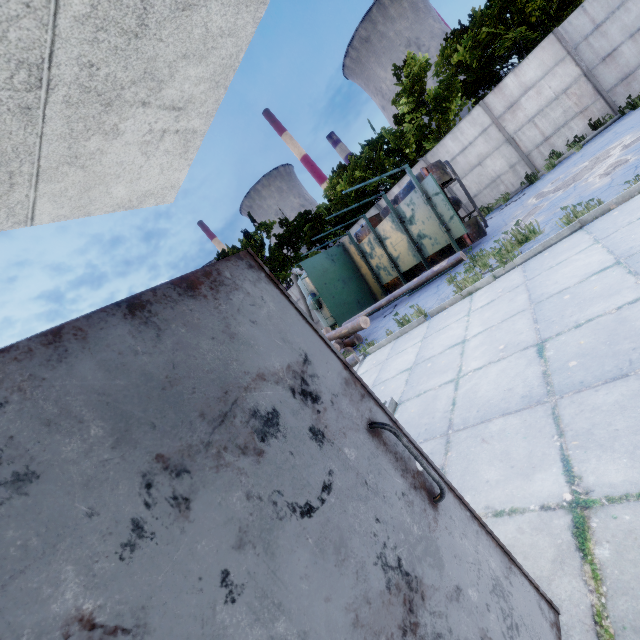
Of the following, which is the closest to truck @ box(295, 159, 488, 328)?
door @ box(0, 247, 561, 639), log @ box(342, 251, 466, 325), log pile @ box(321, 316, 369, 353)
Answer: log @ box(342, 251, 466, 325)

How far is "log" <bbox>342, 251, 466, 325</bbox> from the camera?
9.2m

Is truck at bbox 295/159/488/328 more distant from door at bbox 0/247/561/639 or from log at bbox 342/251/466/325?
door at bbox 0/247/561/639

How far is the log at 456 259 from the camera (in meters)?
9.22

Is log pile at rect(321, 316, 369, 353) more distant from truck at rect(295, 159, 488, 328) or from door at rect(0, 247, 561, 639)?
door at rect(0, 247, 561, 639)

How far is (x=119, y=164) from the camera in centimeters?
137cm

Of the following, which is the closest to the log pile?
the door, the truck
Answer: the truck

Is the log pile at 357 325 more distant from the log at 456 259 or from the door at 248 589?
the door at 248 589
